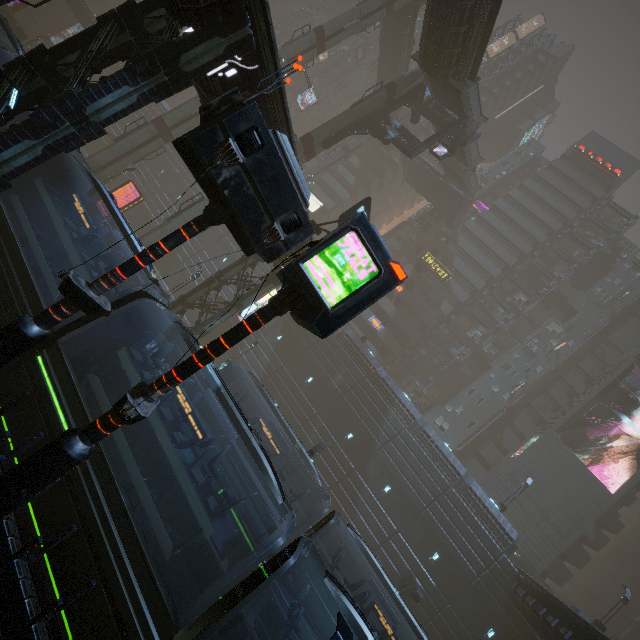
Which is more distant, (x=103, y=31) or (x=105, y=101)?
(x=103, y=31)

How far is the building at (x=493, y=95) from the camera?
58.6 meters

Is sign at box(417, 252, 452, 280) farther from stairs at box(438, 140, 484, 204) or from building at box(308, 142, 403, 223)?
stairs at box(438, 140, 484, 204)

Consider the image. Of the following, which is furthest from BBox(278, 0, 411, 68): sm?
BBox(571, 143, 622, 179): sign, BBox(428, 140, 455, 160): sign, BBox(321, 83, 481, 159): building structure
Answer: BBox(571, 143, 622, 179): sign

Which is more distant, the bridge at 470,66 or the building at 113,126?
the bridge at 470,66

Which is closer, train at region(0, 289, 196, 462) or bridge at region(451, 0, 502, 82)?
train at region(0, 289, 196, 462)

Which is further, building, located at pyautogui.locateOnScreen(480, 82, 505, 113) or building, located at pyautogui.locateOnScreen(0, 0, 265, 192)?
building, located at pyautogui.locateOnScreen(480, 82, 505, 113)

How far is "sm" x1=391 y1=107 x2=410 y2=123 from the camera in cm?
4741
